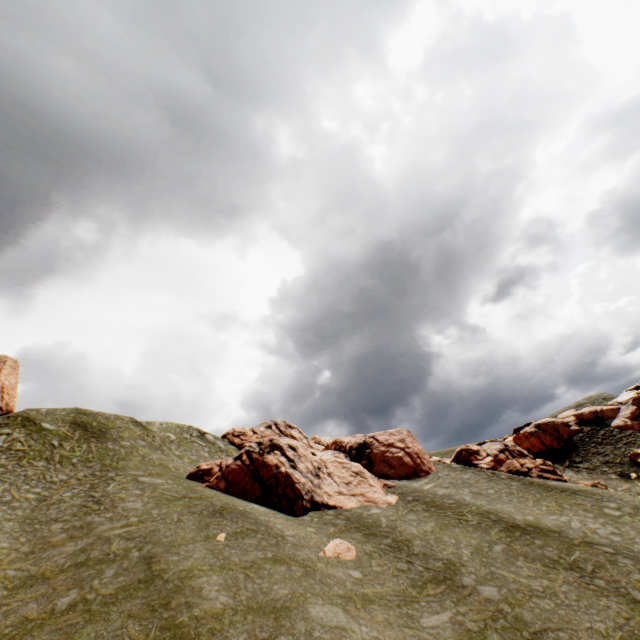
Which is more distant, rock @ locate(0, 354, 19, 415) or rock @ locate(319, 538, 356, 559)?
rock @ locate(0, 354, 19, 415)

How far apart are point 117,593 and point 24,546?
8.0m

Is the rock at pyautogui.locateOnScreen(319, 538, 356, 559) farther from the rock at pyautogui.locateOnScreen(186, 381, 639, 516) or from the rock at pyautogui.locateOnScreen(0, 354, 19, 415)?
the rock at pyautogui.locateOnScreen(0, 354, 19, 415)

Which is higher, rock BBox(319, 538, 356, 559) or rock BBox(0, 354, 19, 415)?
rock BBox(0, 354, 19, 415)

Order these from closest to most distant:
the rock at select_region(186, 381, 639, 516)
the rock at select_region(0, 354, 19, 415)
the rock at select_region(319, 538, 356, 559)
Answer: the rock at select_region(319, 538, 356, 559), the rock at select_region(186, 381, 639, 516), the rock at select_region(0, 354, 19, 415)

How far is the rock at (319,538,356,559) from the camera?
18.75m

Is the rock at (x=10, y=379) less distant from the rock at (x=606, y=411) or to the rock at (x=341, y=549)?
the rock at (x=606, y=411)
